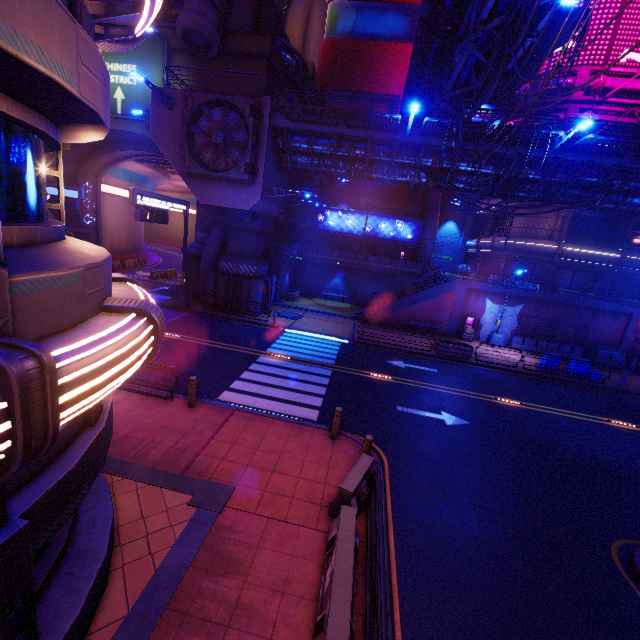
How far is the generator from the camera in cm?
2342

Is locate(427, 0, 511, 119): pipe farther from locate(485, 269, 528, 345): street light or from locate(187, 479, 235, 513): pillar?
locate(187, 479, 235, 513): pillar

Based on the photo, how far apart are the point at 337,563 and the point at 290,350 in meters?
A: 13.1 m

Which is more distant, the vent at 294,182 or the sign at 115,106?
the vent at 294,182

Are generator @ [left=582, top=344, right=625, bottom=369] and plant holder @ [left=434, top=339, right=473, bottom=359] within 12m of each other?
yes

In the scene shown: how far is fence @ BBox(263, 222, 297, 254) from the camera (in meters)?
27.88

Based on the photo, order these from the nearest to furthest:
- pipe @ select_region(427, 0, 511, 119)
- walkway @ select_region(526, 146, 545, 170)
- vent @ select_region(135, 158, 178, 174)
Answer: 1. pipe @ select_region(427, 0, 511, 119)
2. walkway @ select_region(526, 146, 545, 170)
3. vent @ select_region(135, 158, 178, 174)

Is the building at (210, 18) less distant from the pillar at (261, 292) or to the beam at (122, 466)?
A: the pillar at (261, 292)
